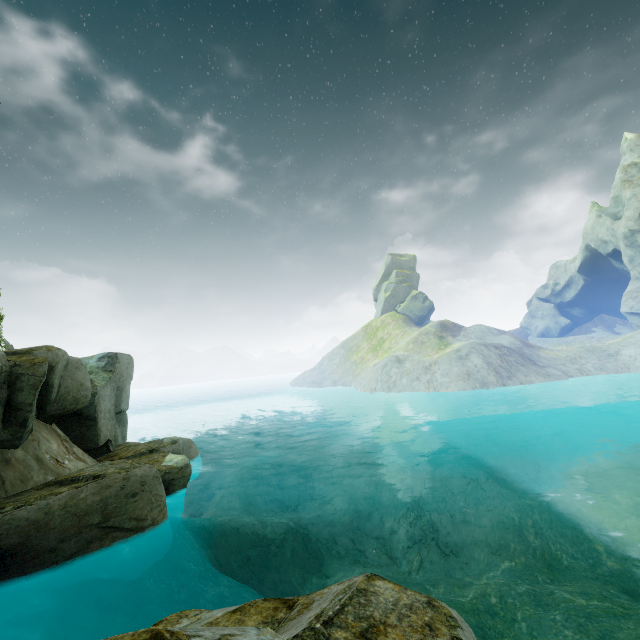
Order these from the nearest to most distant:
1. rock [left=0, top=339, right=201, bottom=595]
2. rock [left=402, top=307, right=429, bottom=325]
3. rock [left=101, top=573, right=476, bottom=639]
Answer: rock [left=101, top=573, right=476, bottom=639], rock [left=0, top=339, right=201, bottom=595], rock [left=402, top=307, right=429, bottom=325]

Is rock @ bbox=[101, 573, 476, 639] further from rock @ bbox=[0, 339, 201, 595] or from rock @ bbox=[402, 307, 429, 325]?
rock @ bbox=[402, 307, 429, 325]

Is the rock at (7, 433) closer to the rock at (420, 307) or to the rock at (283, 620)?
the rock at (283, 620)

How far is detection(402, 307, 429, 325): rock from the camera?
58.5m

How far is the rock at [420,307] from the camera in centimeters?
5853cm

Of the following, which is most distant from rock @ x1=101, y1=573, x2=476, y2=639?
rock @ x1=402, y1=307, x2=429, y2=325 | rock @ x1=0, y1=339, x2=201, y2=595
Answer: rock @ x1=402, y1=307, x2=429, y2=325

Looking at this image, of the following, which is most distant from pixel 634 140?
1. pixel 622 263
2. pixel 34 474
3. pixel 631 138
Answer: pixel 34 474

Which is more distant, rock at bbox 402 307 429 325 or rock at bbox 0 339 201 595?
rock at bbox 402 307 429 325
